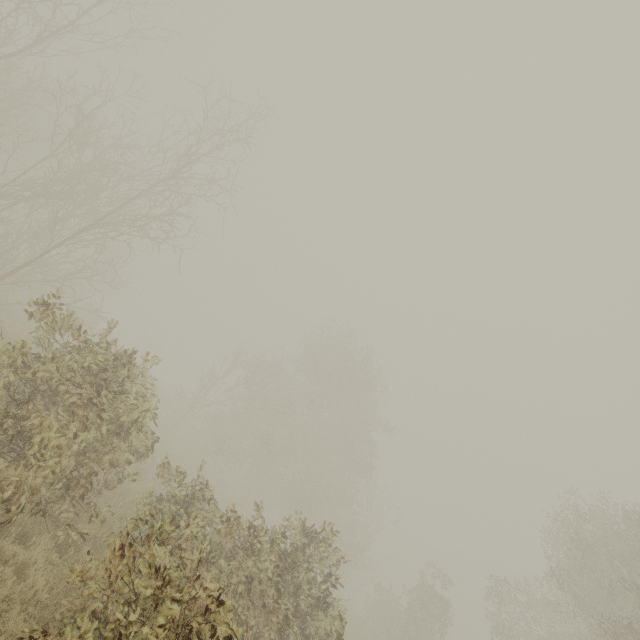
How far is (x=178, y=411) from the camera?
26.1 meters
